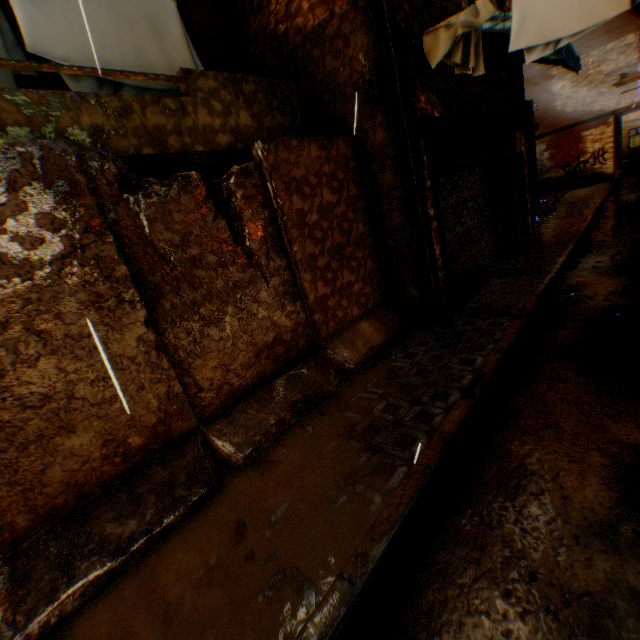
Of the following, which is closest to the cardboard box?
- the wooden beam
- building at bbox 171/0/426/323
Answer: building at bbox 171/0/426/323

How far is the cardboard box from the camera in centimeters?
1734cm

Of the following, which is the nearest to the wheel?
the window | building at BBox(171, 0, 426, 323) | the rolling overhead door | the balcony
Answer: building at BBox(171, 0, 426, 323)

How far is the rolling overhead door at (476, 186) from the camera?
6.3m

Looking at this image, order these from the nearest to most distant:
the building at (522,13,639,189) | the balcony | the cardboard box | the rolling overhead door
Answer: the balcony → the rolling overhead door → the building at (522,13,639,189) → the cardboard box

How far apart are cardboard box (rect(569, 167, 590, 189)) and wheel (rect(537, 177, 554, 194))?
0.4 meters

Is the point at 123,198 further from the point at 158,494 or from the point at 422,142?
the point at 422,142

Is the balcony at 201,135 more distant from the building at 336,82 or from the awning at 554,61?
the awning at 554,61
